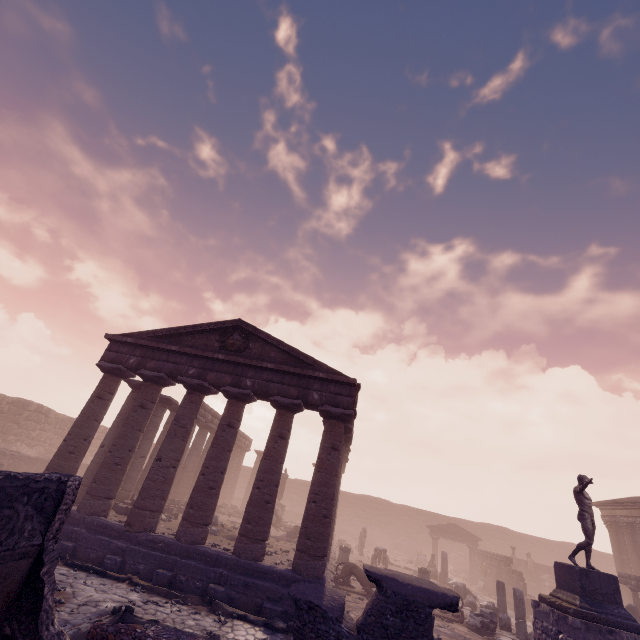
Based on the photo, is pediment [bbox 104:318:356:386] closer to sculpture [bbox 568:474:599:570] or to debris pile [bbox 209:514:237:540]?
debris pile [bbox 209:514:237:540]

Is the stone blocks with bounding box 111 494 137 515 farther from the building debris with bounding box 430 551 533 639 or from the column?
the building debris with bounding box 430 551 533 639

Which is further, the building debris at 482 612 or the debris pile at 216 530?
the debris pile at 216 530

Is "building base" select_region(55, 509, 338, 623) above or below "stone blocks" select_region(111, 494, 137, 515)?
below

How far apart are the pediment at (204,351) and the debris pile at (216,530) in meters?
6.9 m

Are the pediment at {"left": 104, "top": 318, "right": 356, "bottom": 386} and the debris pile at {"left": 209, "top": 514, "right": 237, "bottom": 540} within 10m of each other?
yes

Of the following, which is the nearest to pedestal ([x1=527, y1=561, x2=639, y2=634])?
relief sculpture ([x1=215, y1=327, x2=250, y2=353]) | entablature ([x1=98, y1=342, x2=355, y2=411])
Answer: entablature ([x1=98, y1=342, x2=355, y2=411])

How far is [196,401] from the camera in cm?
1347
